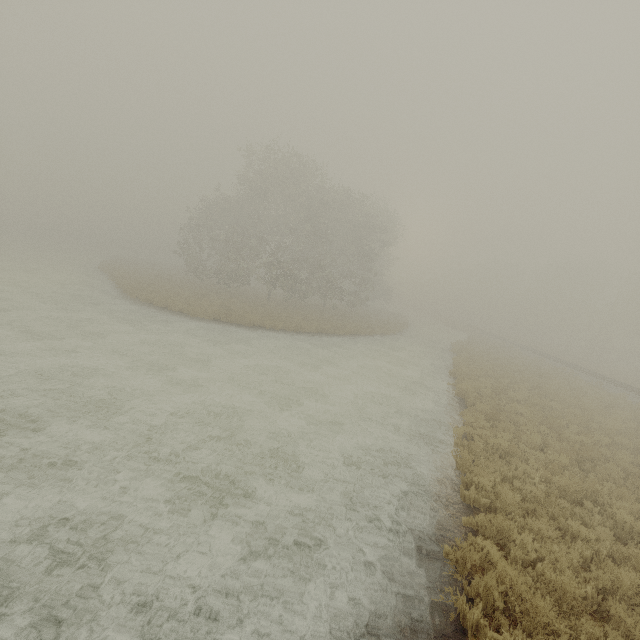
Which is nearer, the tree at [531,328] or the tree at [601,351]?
the tree at [601,351]

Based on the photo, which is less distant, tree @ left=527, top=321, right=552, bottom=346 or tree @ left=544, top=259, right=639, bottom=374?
tree @ left=544, top=259, right=639, bottom=374

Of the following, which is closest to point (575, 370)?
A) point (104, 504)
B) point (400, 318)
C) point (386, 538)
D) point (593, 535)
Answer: point (400, 318)

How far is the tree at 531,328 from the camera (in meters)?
57.62

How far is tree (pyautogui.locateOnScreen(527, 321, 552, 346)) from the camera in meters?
57.6
